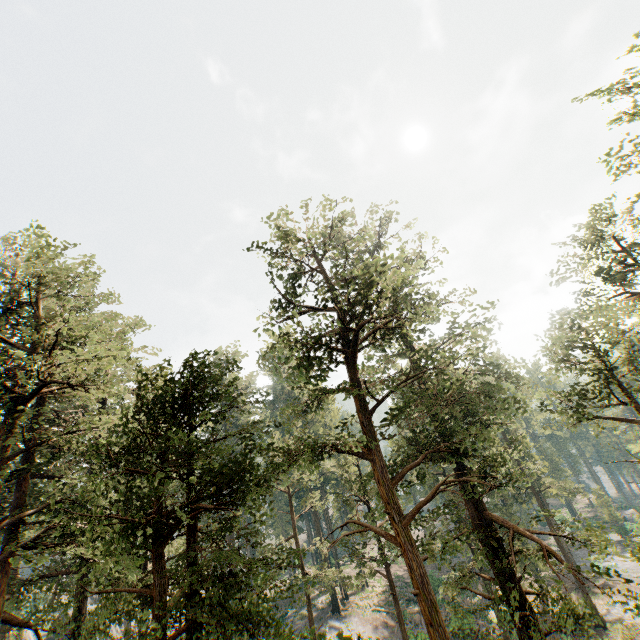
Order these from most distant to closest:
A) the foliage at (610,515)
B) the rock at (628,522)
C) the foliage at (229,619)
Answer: A: the foliage at (610,515) < the rock at (628,522) < the foliage at (229,619)

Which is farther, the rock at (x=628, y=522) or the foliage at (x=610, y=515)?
the foliage at (x=610, y=515)

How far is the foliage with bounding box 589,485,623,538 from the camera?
48.9m

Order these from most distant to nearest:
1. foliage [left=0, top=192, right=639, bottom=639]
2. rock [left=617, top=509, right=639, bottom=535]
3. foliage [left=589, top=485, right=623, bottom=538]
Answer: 1. foliage [left=589, top=485, right=623, bottom=538]
2. rock [left=617, top=509, right=639, bottom=535]
3. foliage [left=0, top=192, right=639, bottom=639]

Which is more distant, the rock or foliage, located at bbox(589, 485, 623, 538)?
foliage, located at bbox(589, 485, 623, 538)

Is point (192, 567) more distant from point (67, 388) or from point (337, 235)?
point (337, 235)

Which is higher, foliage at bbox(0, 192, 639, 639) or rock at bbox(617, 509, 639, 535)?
foliage at bbox(0, 192, 639, 639)
